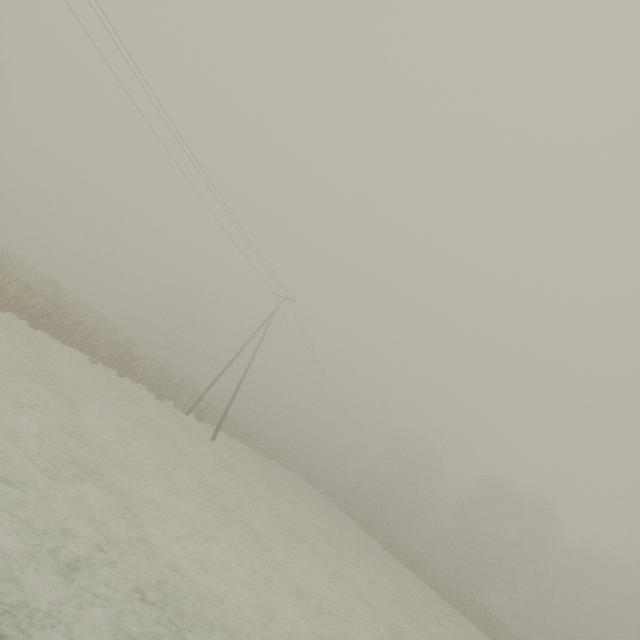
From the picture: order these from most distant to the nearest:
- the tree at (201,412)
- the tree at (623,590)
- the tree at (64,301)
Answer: the tree at (623,590) → the tree at (201,412) → the tree at (64,301)

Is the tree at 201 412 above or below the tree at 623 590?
below

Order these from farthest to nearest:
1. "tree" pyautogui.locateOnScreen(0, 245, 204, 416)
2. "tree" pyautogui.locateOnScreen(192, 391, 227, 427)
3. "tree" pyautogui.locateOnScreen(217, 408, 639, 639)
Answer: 1. "tree" pyautogui.locateOnScreen(217, 408, 639, 639)
2. "tree" pyautogui.locateOnScreen(192, 391, 227, 427)
3. "tree" pyautogui.locateOnScreen(0, 245, 204, 416)

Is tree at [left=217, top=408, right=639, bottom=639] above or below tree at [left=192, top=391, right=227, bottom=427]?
above

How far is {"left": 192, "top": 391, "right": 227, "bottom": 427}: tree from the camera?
26.1m

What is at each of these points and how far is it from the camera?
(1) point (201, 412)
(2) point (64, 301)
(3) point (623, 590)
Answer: (1) tree, 26.1m
(2) tree, 18.1m
(3) tree, 43.3m

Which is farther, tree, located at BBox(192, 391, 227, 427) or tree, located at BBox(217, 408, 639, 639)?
tree, located at BBox(217, 408, 639, 639)
